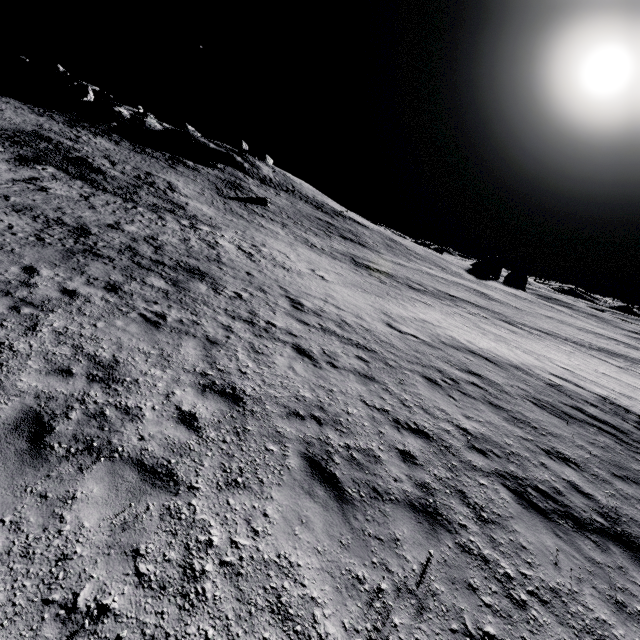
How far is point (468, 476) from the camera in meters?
6.2
